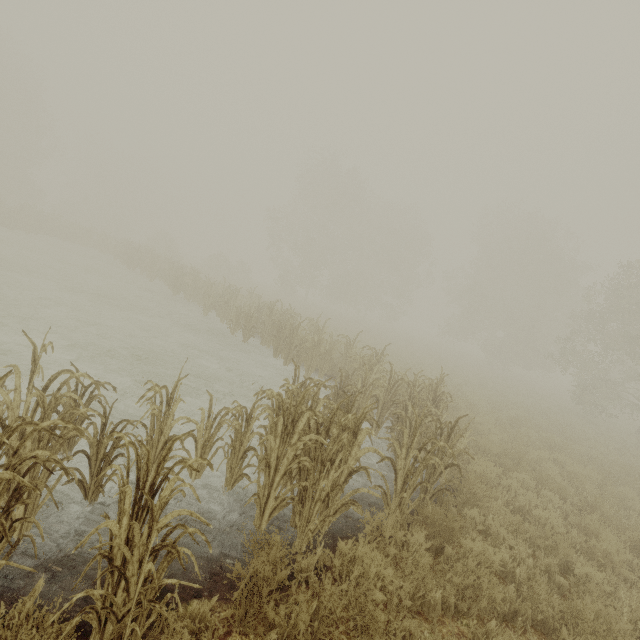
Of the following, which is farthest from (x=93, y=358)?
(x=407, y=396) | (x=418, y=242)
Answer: (x=418, y=242)
